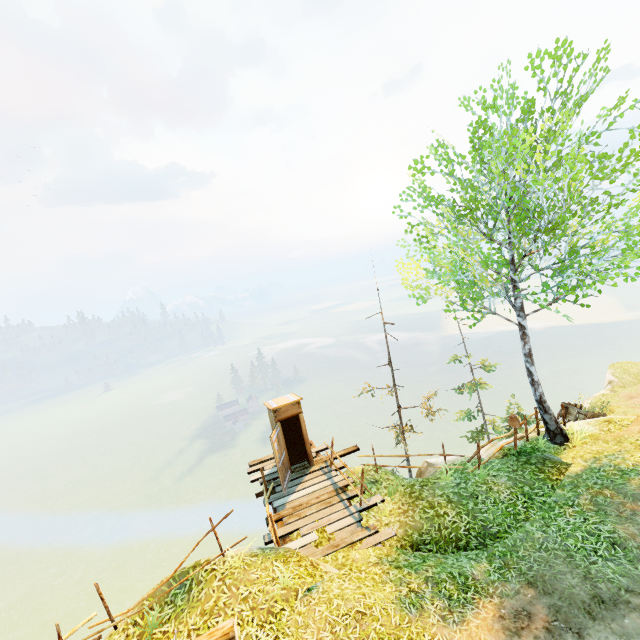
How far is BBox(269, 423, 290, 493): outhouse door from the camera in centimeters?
1062cm

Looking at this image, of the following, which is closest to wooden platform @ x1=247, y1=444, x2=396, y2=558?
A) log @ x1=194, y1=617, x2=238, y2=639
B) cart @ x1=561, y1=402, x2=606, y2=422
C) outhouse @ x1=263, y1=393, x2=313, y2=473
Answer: outhouse @ x1=263, y1=393, x2=313, y2=473

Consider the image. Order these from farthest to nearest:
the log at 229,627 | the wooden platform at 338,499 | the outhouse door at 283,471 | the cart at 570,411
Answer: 1. the cart at 570,411
2. the outhouse door at 283,471
3. the wooden platform at 338,499
4. the log at 229,627

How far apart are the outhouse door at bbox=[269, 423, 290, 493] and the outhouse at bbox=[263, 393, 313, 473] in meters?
0.0

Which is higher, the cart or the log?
the log

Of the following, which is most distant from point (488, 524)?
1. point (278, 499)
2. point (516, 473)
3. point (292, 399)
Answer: point (292, 399)

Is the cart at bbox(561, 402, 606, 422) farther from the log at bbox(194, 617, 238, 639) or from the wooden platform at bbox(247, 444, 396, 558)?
the log at bbox(194, 617, 238, 639)

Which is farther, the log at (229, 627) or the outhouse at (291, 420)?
the outhouse at (291, 420)
